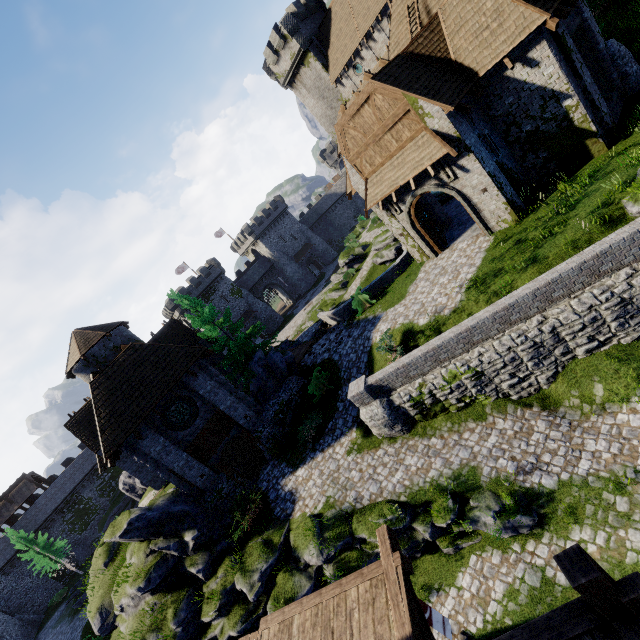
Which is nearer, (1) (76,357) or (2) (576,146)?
(2) (576,146)

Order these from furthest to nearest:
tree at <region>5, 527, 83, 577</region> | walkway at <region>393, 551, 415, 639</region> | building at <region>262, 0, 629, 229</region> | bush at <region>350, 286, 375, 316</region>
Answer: tree at <region>5, 527, 83, 577</region> → bush at <region>350, 286, 375, 316</region> → building at <region>262, 0, 629, 229</region> → walkway at <region>393, 551, 415, 639</region>

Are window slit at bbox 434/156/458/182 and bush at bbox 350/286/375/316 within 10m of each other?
yes

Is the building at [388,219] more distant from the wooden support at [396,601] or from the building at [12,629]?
the building at [12,629]

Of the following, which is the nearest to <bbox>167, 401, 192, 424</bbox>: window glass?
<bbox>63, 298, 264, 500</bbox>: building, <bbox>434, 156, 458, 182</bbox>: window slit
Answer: <bbox>63, 298, 264, 500</bbox>: building

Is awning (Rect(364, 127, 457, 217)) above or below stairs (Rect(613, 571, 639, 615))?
above

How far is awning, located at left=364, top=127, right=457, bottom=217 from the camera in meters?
13.7 m

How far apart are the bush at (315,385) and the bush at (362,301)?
4.1m
